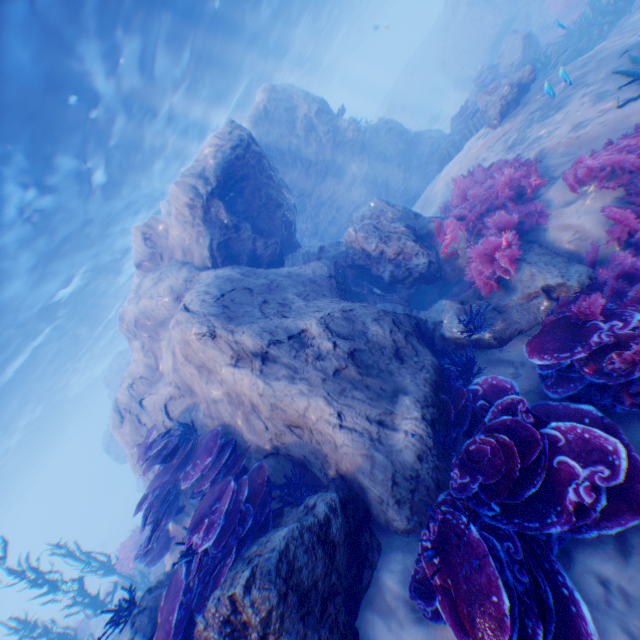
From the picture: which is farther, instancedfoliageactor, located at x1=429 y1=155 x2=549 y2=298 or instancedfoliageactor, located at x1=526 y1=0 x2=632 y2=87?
instancedfoliageactor, located at x1=526 y1=0 x2=632 y2=87

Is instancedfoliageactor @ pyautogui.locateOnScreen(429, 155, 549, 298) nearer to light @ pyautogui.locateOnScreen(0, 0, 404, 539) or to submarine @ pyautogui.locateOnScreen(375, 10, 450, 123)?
light @ pyautogui.locateOnScreen(0, 0, 404, 539)

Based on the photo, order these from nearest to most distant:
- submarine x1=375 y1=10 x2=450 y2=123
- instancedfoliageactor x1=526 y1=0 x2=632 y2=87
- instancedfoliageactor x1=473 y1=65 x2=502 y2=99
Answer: instancedfoliageactor x1=526 y1=0 x2=632 y2=87
instancedfoliageactor x1=473 y1=65 x2=502 y2=99
submarine x1=375 y1=10 x2=450 y2=123

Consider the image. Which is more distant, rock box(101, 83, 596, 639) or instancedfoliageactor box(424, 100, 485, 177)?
instancedfoliageactor box(424, 100, 485, 177)

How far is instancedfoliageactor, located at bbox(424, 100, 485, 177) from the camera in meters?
13.3 m

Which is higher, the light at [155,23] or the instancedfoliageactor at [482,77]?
the light at [155,23]

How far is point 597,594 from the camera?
2.8m

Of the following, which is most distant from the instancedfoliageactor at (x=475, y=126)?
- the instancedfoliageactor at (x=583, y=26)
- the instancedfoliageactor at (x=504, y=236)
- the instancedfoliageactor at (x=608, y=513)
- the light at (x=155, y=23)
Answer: the instancedfoliageactor at (x=583, y=26)
